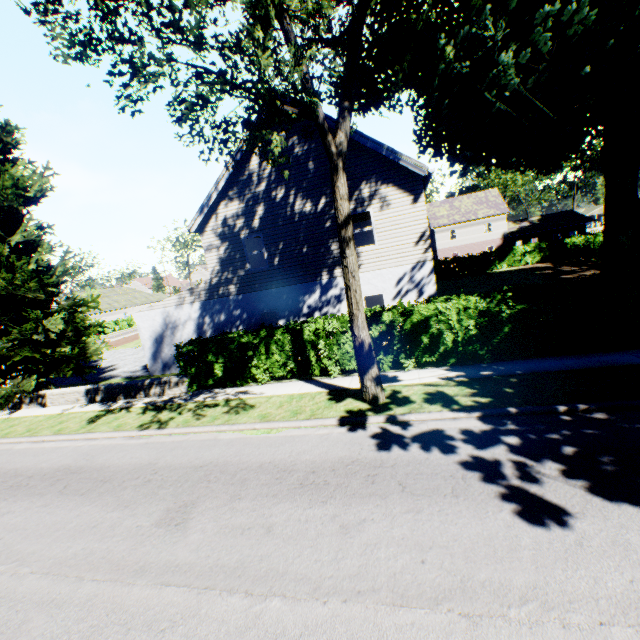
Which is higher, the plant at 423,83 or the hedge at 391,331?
the plant at 423,83

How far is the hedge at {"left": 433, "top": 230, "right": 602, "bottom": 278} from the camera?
29.67m

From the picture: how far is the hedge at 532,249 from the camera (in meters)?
29.67

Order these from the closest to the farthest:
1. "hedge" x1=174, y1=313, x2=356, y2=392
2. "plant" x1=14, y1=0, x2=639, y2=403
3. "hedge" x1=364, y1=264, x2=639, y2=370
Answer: "plant" x1=14, y1=0, x2=639, y2=403 → "hedge" x1=364, y1=264, x2=639, y2=370 → "hedge" x1=174, y1=313, x2=356, y2=392

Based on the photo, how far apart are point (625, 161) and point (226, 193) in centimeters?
2097cm

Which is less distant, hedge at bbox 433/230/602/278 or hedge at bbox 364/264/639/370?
hedge at bbox 364/264/639/370
